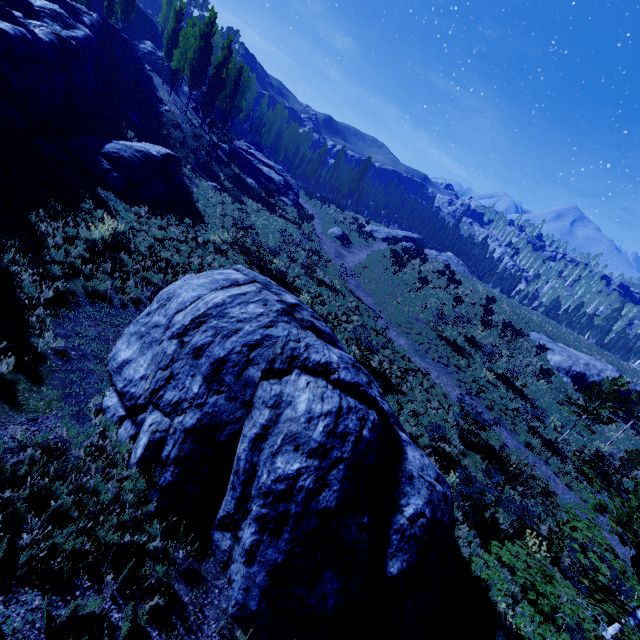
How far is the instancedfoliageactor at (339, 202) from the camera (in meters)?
37.97

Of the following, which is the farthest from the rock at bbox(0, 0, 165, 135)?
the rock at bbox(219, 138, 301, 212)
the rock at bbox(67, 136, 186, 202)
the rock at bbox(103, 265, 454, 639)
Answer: the rock at bbox(103, 265, 454, 639)

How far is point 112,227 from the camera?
12.4m

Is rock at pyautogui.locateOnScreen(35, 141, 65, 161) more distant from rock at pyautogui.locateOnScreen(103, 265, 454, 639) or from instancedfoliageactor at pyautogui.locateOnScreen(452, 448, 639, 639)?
rock at pyautogui.locateOnScreen(103, 265, 454, 639)

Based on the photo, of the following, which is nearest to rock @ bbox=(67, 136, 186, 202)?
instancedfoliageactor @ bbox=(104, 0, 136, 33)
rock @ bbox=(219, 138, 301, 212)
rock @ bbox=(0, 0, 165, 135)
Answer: rock @ bbox=(0, 0, 165, 135)

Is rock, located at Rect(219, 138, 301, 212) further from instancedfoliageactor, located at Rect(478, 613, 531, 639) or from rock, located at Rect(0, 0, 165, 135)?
rock, located at Rect(0, 0, 165, 135)

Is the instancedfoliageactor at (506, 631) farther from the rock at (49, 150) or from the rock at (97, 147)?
the rock at (97, 147)

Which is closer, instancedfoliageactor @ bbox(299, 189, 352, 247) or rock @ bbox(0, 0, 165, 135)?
rock @ bbox(0, 0, 165, 135)
